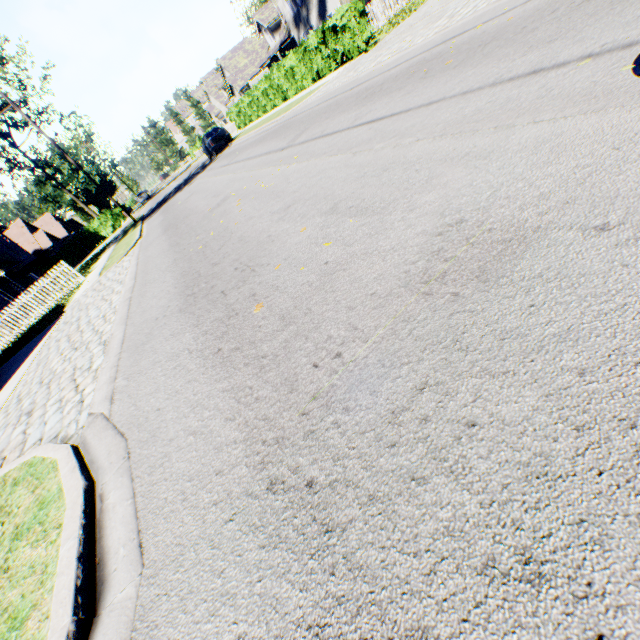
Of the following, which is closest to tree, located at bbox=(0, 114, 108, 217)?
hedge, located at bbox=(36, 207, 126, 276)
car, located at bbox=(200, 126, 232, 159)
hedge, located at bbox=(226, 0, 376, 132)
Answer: hedge, located at bbox=(36, 207, 126, 276)

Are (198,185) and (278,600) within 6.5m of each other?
no

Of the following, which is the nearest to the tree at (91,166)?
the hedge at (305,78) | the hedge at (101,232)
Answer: the hedge at (101,232)

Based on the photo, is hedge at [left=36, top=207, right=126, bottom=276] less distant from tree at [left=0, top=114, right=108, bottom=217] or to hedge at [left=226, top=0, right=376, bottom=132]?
tree at [left=0, top=114, right=108, bottom=217]

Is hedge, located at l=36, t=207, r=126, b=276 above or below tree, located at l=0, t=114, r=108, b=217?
below

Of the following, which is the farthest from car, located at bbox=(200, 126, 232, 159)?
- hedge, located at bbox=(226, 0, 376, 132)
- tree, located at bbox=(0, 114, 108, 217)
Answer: tree, located at bbox=(0, 114, 108, 217)

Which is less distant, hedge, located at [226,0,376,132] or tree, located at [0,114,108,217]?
hedge, located at [226,0,376,132]

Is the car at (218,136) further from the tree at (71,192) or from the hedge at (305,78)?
the tree at (71,192)
